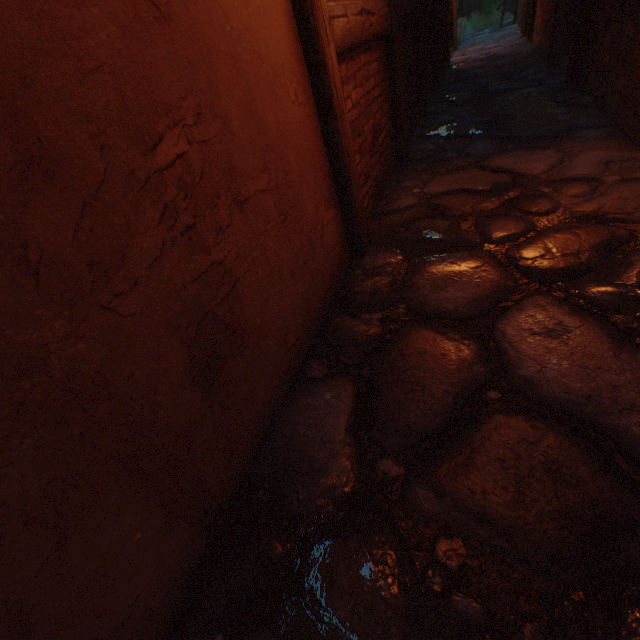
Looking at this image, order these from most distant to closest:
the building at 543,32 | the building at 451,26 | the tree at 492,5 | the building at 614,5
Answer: the tree at 492,5
the building at 451,26
the building at 543,32
the building at 614,5

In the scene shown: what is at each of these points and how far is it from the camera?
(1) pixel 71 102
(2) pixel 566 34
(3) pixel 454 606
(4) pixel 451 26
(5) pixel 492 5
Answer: (1) building, 0.7 meters
(2) building, 5.2 meters
(3) ground stones, 0.9 meters
(4) building, 10.5 meters
(5) tree, 14.6 meters

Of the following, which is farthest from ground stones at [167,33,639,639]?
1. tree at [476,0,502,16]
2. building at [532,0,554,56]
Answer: tree at [476,0,502,16]

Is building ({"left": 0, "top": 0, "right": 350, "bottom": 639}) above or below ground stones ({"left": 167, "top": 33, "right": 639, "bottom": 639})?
above

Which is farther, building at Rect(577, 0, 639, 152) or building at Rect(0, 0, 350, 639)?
building at Rect(577, 0, 639, 152)

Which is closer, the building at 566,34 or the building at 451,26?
the building at 566,34

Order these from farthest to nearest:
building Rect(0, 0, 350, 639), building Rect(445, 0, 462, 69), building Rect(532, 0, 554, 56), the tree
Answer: the tree
building Rect(445, 0, 462, 69)
building Rect(532, 0, 554, 56)
building Rect(0, 0, 350, 639)
